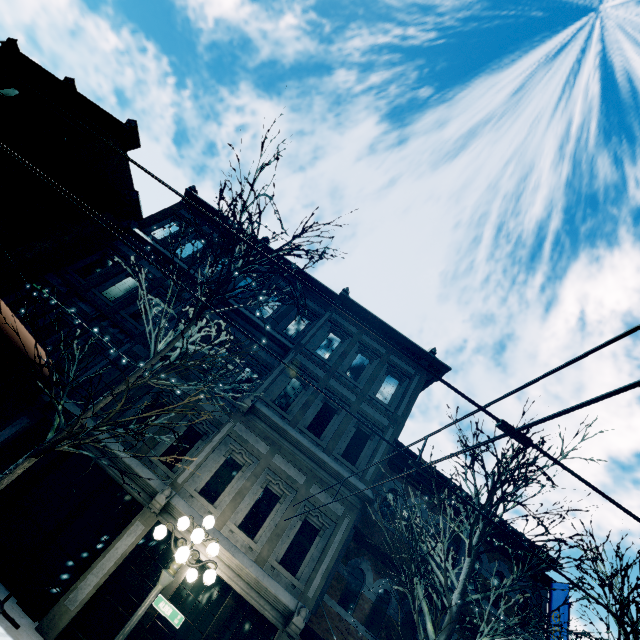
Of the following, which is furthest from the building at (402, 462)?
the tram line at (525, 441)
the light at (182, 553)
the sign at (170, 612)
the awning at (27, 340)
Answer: the tram line at (525, 441)

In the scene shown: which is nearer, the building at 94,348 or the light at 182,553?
the light at 182,553

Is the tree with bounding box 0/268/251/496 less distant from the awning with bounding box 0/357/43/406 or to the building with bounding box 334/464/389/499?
the building with bounding box 334/464/389/499

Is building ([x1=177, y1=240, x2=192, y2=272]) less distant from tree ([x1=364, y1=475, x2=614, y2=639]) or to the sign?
tree ([x1=364, y1=475, x2=614, y2=639])

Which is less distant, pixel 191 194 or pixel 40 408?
pixel 40 408

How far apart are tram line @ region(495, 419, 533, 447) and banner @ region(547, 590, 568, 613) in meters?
12.7 m

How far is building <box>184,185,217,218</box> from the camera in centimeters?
1691cm

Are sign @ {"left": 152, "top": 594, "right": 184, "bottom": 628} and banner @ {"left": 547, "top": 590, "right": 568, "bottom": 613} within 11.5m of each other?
yes
